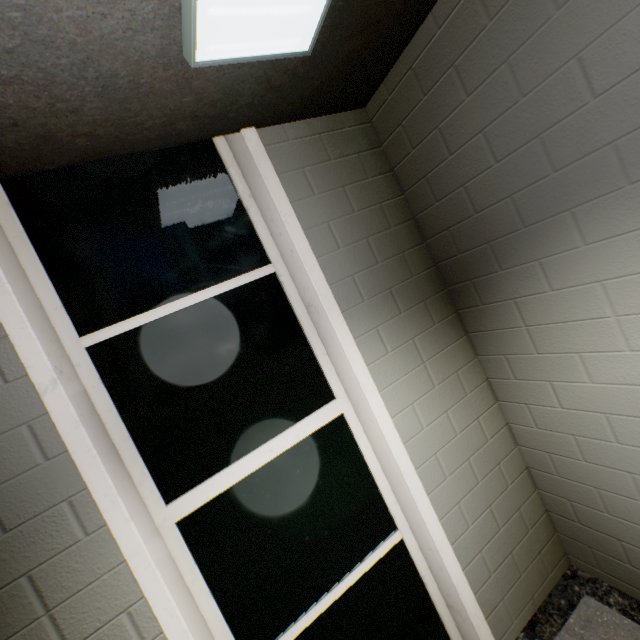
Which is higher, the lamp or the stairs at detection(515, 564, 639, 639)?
the lamp

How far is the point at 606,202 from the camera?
1.2m

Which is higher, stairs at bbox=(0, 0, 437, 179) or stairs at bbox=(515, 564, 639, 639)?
stairs at bbox=(0, 0, 437, 179)

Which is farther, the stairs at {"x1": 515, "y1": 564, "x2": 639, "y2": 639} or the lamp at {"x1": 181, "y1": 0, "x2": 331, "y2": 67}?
the stairs at {"x1": 515, "y1": 564, "x2": 639, "y2": 639}

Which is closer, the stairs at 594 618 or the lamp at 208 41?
the lamp at 208 41

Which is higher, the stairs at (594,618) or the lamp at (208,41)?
the lamp at (208,41)

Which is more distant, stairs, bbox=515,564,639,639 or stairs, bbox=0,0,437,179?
stairs, bbox=515,564,639,639
